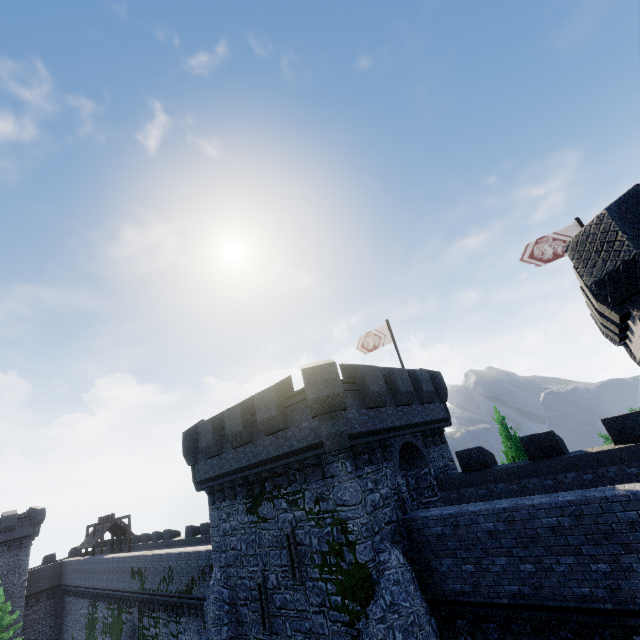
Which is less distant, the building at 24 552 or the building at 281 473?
the building at 281 473

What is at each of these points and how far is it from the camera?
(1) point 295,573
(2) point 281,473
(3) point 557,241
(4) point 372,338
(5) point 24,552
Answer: (1) window slit, 12.2 meters
(2) building, 13.2 meters
(3) flag, 15.7 meters
(4) flag, 22.2 meters
(5) building, 38.9 meters

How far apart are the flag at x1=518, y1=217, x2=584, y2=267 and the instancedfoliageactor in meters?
9.7

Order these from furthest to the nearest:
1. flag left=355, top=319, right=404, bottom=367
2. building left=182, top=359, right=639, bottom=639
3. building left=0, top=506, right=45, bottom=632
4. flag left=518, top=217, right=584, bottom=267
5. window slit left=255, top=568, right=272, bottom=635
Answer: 1. building left=0, top=506, right=45, bottom=632
2. flag left=355, top=319, right=404, bottom=367
3. flag left=518, top=217, right=584, bottom=267
4. window slit left=255, top=568, right=272, bottom=635
5. building left=182, top=359, right=639, bottom=639

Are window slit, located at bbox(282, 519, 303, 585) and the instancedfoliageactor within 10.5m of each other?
no

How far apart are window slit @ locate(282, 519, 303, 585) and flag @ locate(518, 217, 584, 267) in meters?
16.1 m

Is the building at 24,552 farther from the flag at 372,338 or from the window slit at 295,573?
the flag at 372,338

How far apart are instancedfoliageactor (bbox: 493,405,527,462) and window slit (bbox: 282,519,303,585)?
14.0 meters
